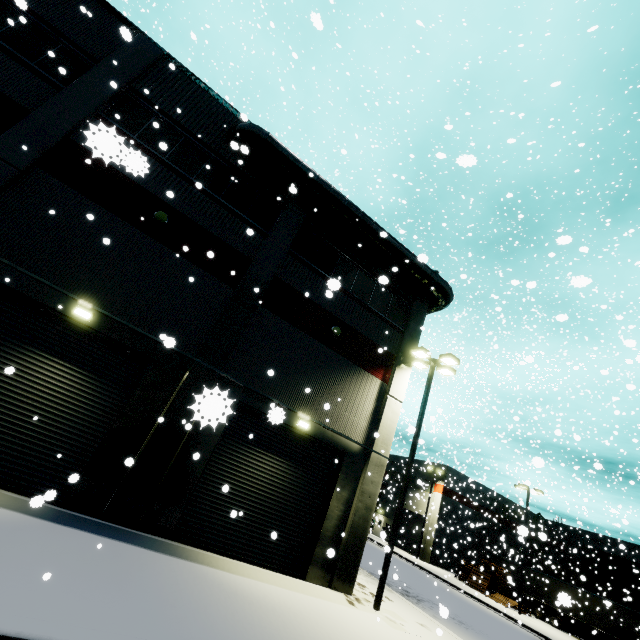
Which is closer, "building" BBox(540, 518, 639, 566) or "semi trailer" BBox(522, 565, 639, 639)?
"semi trailer" BBox(522, 565, 639, 639)

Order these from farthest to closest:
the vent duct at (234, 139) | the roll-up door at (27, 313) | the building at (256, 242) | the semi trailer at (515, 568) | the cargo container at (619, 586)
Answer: the cargo container at (619, 586) → the semi trailer at (515, 568) → the vent duct at (234, 139) → the building at (256, 242) → the roll-up door at (27, 313)

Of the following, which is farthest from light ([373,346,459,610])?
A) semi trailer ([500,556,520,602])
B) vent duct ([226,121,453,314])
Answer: vent duct ([226,121,453,314])

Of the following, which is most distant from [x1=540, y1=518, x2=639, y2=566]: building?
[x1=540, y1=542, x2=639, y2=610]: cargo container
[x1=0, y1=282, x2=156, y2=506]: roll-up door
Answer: [x1=540, y1=542, x2=639, y2=610]: cargo container

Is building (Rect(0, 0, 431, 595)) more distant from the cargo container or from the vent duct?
the cargo container

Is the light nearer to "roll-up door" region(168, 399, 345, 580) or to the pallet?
"roll-up door" region(168, 399, 345, 580)

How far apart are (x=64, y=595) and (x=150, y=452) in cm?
459

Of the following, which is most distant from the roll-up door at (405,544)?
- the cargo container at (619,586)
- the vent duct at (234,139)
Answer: the vent duct at (234,139)
